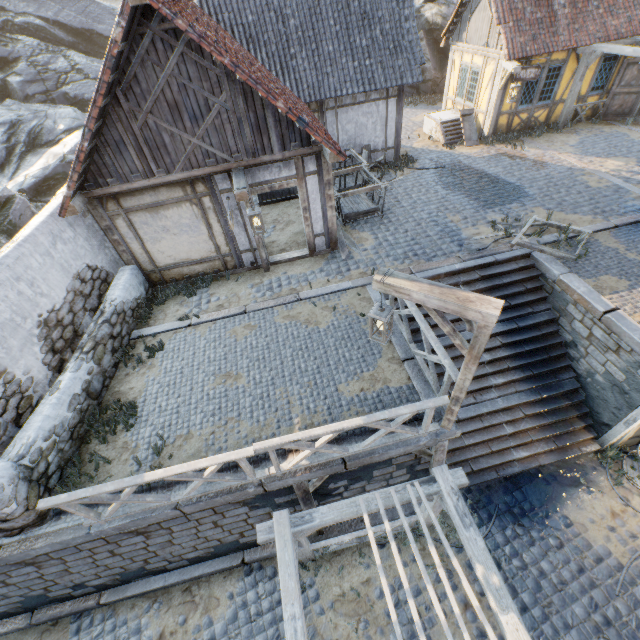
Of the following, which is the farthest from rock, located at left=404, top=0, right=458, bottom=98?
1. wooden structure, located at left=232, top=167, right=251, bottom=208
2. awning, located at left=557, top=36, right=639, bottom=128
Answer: awning, located at left=557, top=36, right=639, bottom=128

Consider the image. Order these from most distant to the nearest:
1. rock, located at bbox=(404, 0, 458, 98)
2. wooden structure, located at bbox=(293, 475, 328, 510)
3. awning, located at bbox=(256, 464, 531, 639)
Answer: rock, located at bbox=(404, 0, 458, 98) < wooden structure, located at bbox=(293, 475, 328, 510) < awning, located at bbox=(256, 464, 531, 639)

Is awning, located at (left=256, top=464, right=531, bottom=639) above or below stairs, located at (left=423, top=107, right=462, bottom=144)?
below

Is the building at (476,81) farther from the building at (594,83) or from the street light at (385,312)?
the street light at (385,312)

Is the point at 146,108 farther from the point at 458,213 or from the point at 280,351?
the point at 458,213

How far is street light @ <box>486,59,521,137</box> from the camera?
11.3m

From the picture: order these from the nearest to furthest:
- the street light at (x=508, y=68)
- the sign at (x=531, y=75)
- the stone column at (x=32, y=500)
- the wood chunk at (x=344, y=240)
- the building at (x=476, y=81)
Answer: the stone column at (x=32, y=500), the wood chunk at (x=344, y=240), the street light at (x=508, y=68), the sign at (x=531, y=75), the building at (x=476, y=81)

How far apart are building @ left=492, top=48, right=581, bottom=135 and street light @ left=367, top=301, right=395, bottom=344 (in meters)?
13.78
